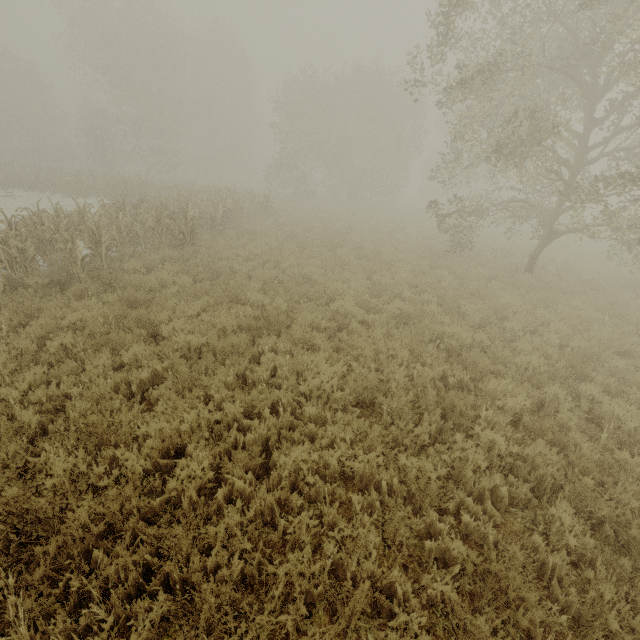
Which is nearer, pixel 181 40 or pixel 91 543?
pixel 91 543
